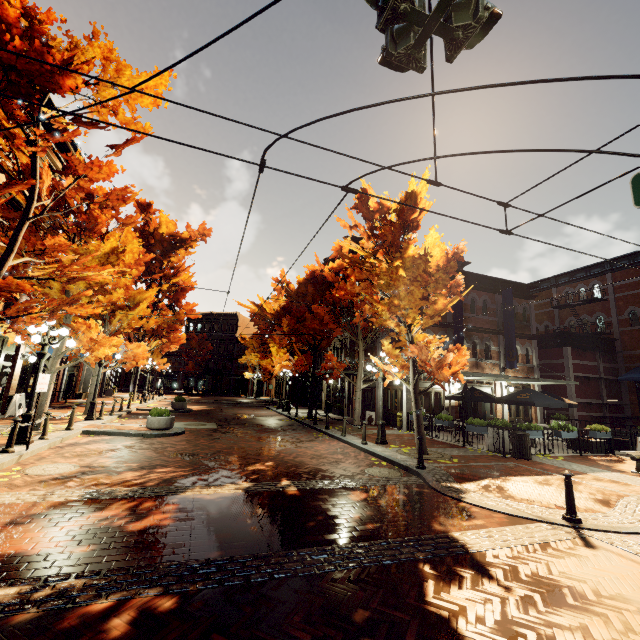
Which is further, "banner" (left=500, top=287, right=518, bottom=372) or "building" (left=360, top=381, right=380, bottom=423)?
"building" (left=360, top=381, right=380, bottom=423)

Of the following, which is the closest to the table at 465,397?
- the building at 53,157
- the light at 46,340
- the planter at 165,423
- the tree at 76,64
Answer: the building at 53,157

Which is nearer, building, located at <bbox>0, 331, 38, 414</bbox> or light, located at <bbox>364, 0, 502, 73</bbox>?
light, located at <bbox>364, 0, 502, 73</bbox>

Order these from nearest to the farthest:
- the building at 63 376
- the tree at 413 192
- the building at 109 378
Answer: the tree at 413 192
the building at 63 376
the building at 109 378

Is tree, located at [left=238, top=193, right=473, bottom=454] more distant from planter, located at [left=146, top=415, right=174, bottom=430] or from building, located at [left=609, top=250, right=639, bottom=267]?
planter, located at [left=146, top=415, right=174, bottom=430]

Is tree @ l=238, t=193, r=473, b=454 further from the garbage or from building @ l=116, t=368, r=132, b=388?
the garbage

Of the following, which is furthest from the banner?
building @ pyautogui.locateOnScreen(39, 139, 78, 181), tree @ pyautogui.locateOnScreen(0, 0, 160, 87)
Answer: tree @ pyautogui.locateOnScreen(0, 0, 160, 87)

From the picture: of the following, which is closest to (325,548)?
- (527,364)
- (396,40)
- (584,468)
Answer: (396,40)
